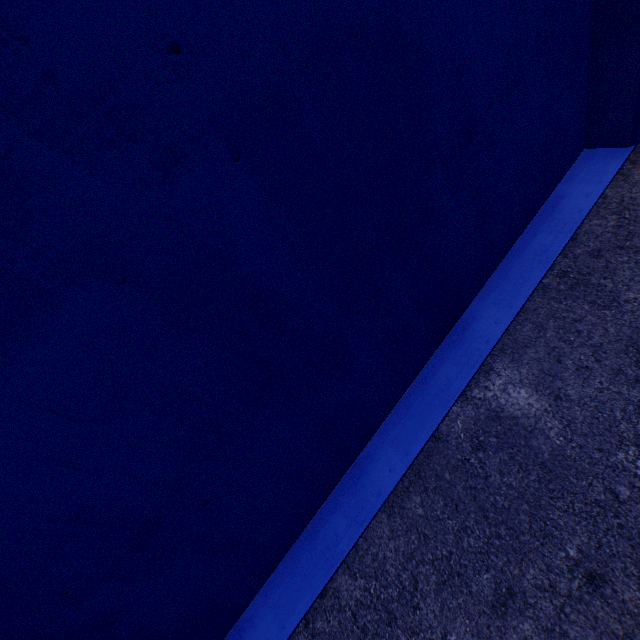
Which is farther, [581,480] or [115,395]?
[581,480]
